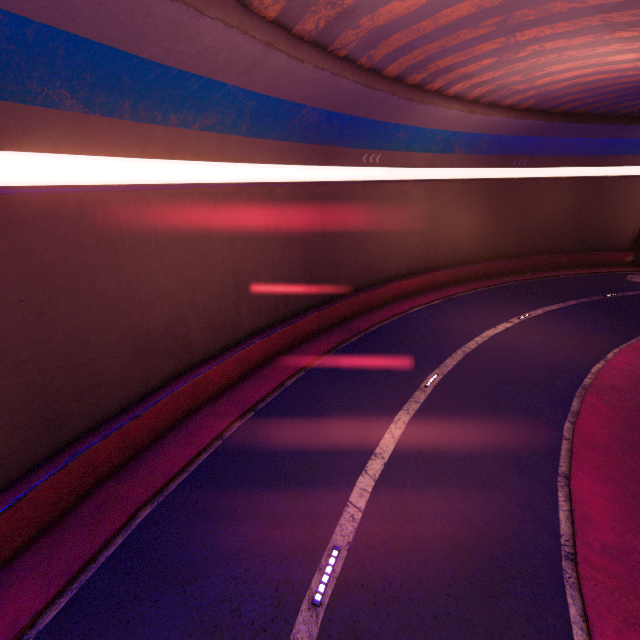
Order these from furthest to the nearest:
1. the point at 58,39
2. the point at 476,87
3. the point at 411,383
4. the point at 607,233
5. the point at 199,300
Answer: the point at 607,233 < the point at 476,87 < the point at 411,383 < the point at 199,300 < the point at 58,39
